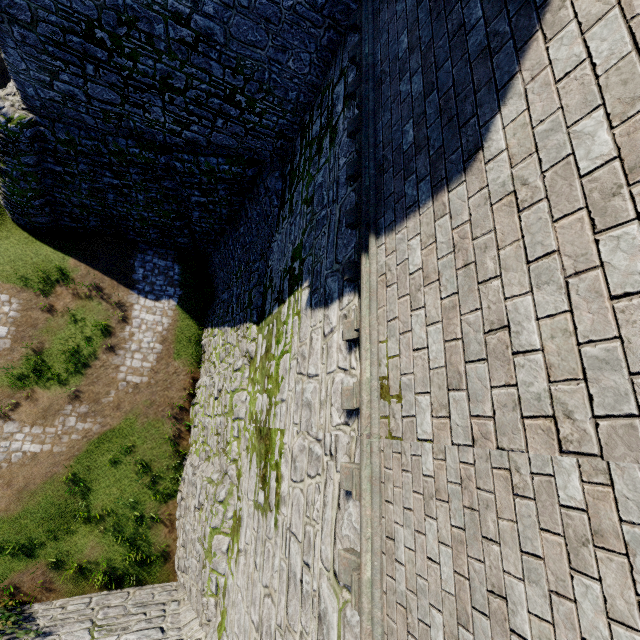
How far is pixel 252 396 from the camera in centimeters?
995cm
